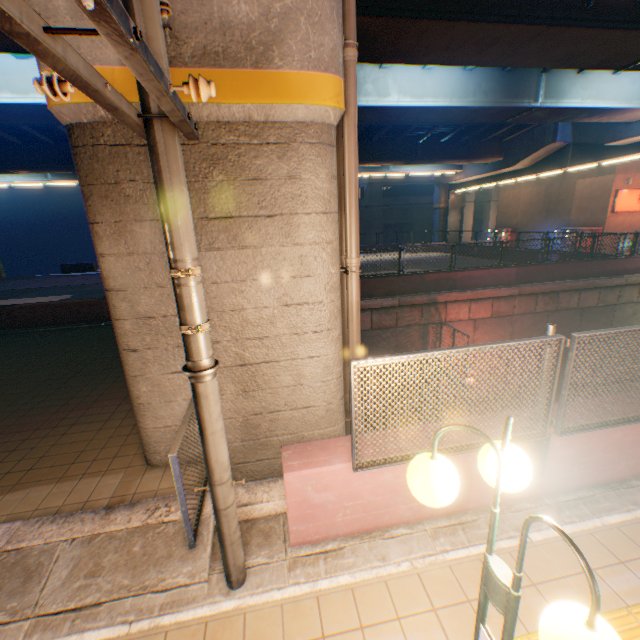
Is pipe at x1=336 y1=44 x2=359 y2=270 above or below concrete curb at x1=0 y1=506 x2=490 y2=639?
above

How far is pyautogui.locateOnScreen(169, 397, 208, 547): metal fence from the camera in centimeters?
310cm

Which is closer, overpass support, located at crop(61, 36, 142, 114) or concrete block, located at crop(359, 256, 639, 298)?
overpass support, located at crop(61, 36, 142, 114)

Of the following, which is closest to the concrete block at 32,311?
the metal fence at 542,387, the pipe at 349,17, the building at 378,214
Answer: the metal fence at 542,387

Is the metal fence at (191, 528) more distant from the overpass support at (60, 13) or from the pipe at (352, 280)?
the pipe at (352, 280)

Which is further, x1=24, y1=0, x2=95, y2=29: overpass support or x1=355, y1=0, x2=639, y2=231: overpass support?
x1=355, y1=0, x2=639, y2=231: overpass support

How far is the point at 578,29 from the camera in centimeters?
802cm

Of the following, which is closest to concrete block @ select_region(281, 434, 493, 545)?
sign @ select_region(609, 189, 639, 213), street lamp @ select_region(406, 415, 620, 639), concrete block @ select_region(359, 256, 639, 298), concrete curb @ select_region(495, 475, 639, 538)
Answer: concrete curb @ select_region(495, 475, 639, 538)
